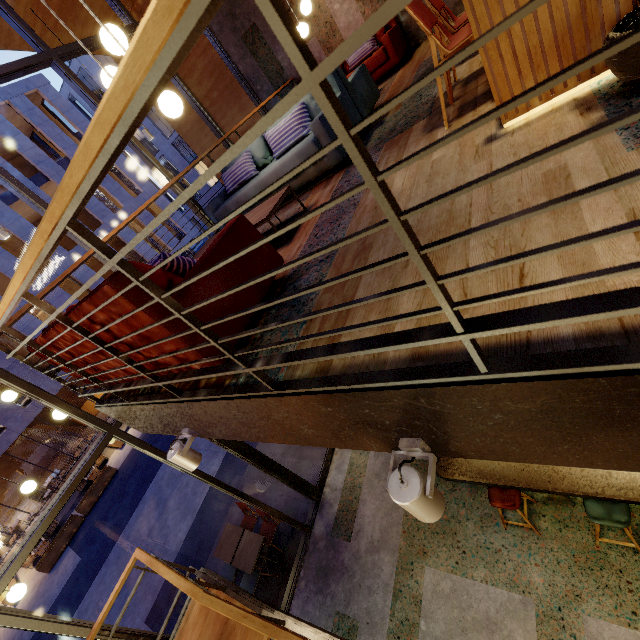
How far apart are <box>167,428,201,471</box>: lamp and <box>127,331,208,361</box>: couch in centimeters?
49cm

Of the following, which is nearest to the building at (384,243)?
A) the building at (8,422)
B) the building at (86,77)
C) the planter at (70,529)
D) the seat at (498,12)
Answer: the seat at (498,12)

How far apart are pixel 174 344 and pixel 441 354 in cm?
143

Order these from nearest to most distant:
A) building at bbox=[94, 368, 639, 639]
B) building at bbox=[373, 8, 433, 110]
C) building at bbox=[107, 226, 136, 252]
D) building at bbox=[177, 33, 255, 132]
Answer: building at bbox=[94, 368, 639, 639]
building at bbox=[373, 8, 433, 110]
building at bbox=[177, 33, 255, 132]
building at bbox=[107, 226, 136, 252]

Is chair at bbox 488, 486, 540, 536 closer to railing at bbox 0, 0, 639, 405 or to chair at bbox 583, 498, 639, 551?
chair at bbox 583, 498, 639, 551

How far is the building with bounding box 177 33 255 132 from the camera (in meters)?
7.83

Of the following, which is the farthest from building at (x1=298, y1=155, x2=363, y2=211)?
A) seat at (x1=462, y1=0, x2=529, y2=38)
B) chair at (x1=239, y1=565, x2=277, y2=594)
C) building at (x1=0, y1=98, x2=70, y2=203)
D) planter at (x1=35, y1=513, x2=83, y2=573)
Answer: building at (x1=0, y1=98, x2=70, y2=203)

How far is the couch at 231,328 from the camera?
1.96m
